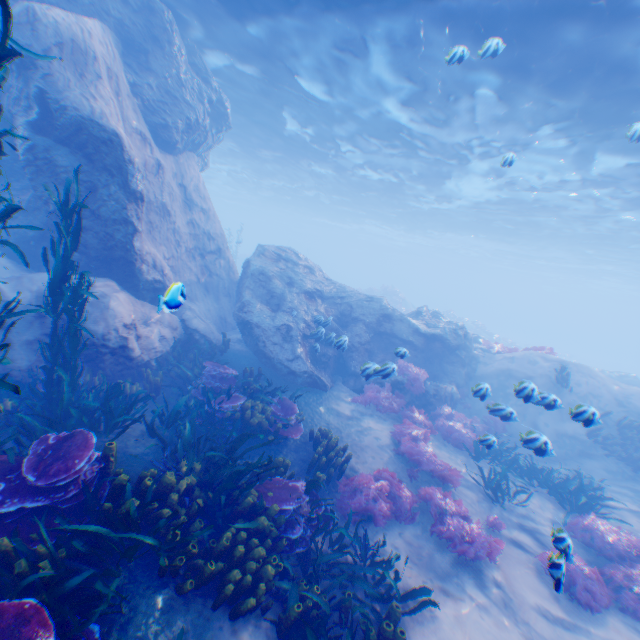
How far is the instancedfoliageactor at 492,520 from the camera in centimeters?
755cm

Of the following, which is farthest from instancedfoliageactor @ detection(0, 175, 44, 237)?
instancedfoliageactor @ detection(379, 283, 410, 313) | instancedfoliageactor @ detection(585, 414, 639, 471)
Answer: instancedfoliageactor @ detection(379, 283, 410, 313)

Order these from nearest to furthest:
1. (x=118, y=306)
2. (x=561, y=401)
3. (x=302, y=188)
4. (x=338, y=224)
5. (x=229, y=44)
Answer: (x=118, y=306) → (x=229, y=44) → (x=561, y=401) → (x=302, y=188) → (x=338, y=224)

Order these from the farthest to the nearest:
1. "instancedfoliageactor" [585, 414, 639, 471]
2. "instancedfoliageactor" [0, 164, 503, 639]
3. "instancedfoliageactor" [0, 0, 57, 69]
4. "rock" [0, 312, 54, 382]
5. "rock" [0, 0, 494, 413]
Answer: → "instancedfoliageactor" [585, 414, 639, 471] → "rock" [0, 0, 494, 413] → "rock" [0, 312, 54, 382] → "instancedfoliageactor" [0, 164, 503, 639] → "instancedfoliageactor" [0, 0, 57, 69]

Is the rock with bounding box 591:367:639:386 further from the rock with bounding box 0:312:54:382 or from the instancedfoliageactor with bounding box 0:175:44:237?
the instancedfoliageactor with bounding box 0:175:44:237

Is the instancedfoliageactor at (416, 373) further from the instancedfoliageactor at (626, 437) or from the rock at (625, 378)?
the rock at (625, 378)

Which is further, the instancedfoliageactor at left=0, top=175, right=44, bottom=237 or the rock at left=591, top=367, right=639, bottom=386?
the rock at left=591, top=367, right=639, bottom=386

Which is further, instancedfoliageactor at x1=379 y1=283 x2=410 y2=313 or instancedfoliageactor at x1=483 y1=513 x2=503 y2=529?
instancedfoliageactor at x1=379 y1=283 x2=410 y2=313
